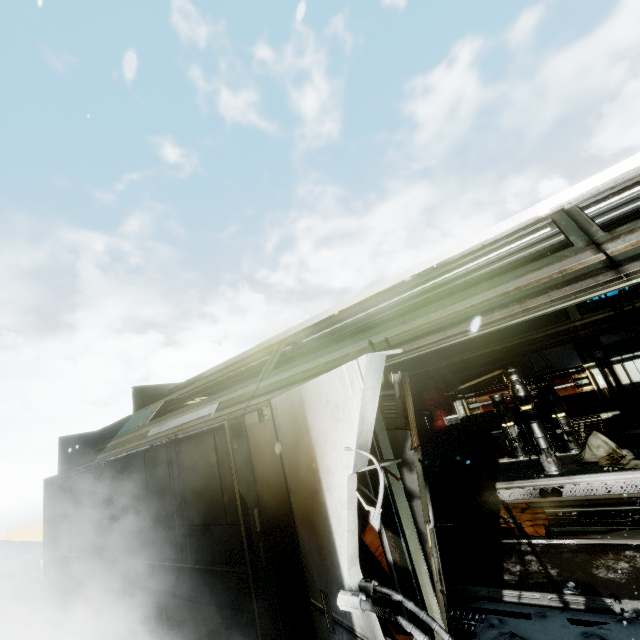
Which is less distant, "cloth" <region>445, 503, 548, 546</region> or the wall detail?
the wall detail

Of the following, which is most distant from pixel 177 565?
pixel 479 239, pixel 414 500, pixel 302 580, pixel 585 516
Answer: pixel 585 516

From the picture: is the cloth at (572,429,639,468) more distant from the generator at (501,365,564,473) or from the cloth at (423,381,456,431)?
the cloth at (423,381,456,431)

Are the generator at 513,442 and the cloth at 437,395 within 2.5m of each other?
no

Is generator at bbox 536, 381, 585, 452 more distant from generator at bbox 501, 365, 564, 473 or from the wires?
the wires

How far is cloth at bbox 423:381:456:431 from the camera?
11.7m

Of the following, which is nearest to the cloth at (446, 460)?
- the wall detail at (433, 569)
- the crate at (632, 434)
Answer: the crate at (632, 434)

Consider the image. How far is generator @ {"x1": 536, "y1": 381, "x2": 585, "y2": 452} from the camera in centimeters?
702cm
